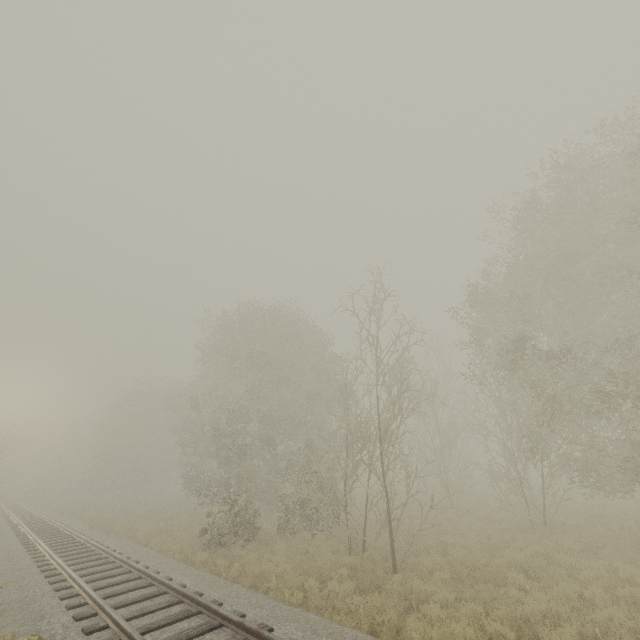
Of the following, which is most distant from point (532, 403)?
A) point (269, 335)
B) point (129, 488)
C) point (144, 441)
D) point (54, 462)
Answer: point (54, 462)
